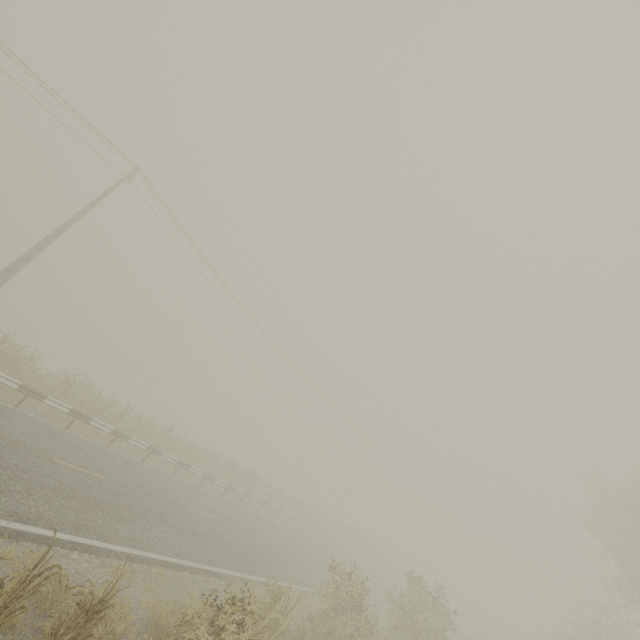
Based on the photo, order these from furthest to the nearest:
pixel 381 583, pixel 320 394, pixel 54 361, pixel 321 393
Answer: pixel 320 394
pixel 321 393
pixel 54 361
pixel 381 583
